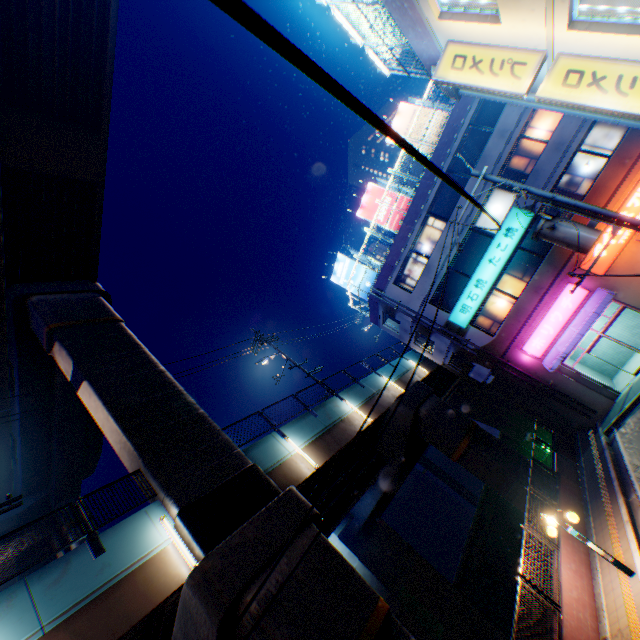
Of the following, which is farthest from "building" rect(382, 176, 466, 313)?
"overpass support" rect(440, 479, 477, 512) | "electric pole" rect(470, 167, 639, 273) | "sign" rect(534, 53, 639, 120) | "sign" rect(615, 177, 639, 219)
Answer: "overpass support" rect(440, 479, 477, 512)

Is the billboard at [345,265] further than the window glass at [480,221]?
Yes

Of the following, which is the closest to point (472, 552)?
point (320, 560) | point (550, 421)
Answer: point (550, 421)

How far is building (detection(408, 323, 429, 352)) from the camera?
23.0m

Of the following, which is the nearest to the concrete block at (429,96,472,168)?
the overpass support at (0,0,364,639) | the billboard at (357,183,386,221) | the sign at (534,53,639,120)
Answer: the billboard at (357,183,386,221)

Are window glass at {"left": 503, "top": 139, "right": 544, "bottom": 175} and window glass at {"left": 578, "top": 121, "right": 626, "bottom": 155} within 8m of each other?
yes

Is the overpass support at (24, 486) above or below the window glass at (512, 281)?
above

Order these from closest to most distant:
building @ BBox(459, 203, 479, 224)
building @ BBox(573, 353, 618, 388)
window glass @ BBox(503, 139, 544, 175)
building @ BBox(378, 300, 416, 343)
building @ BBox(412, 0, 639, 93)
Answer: building @ BBox(412, 0, 639, 93) → window glass @ BBox(503, 139, 544, 175) → building @ BBox(573, 353, 618, 388) → building @ BBox(459, 203, 479, 224) → building @ BBox(378, 300, 416, 343)
